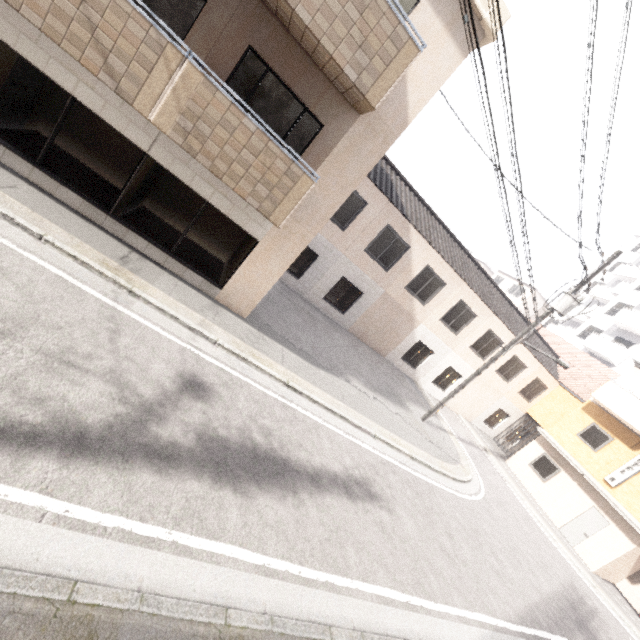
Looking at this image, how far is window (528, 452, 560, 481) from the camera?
17.8m

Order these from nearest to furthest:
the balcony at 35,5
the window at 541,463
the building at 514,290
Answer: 1. the balcony at 35,5
2. the window at 541,463
3. the building at 514,290

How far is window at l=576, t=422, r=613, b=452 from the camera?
16.9m

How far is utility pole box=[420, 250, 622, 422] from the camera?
11.5 meters

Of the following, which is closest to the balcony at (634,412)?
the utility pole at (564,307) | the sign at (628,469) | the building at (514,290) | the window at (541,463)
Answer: the sign at (628,469)

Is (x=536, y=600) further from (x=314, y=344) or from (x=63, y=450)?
(x=63, y=450)

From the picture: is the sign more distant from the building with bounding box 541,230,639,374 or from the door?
the building with bounding box 541,230,639,374

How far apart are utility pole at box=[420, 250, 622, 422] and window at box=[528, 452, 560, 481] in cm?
984
